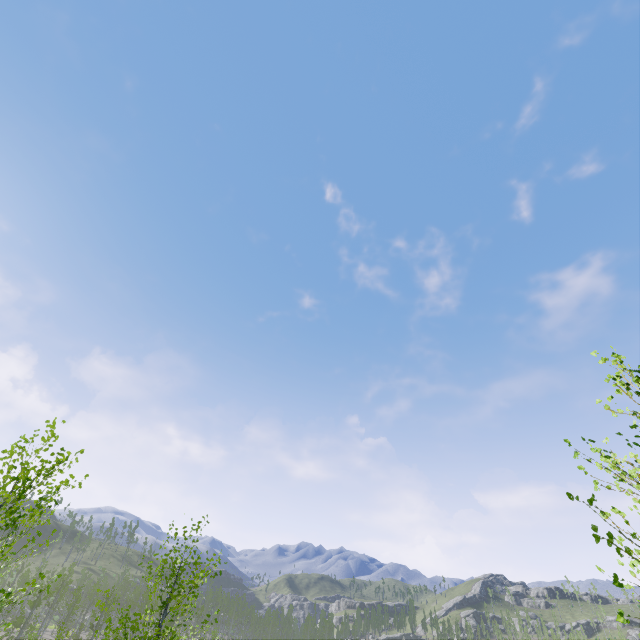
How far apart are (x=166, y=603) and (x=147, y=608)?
1.7 meters
